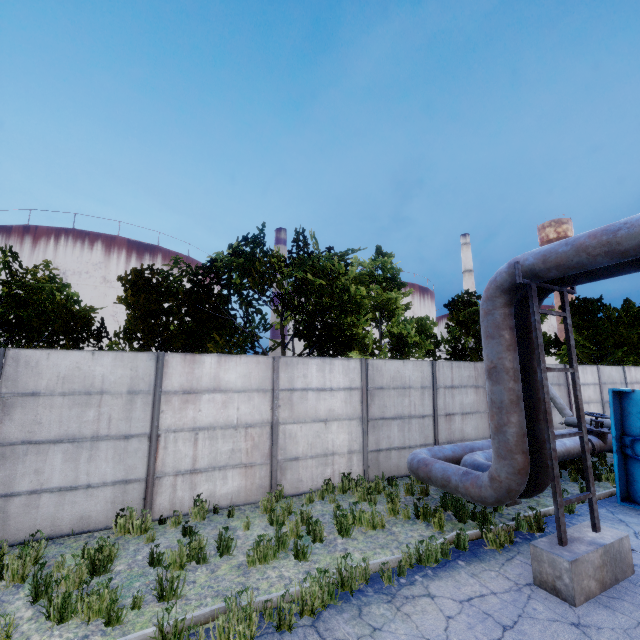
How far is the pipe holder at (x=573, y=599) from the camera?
4.6 meters

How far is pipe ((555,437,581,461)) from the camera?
9.2m

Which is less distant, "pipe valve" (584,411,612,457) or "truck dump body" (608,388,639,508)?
"truck dump body" (608,388,639,508)

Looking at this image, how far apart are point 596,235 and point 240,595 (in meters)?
6.98

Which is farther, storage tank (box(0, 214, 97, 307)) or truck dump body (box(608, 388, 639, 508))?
storage tank (box(0, 214, 97, 307))

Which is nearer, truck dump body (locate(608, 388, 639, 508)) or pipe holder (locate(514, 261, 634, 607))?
pipe holder (locate(514, 261, 634, 607))

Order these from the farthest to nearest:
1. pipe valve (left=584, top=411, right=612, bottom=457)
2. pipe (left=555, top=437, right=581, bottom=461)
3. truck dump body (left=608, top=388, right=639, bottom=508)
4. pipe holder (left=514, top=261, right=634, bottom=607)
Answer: pipe valve (left=584, top=411, right=612, bottom=457), pipe (left=555, top=437, right=581, bottom=461), truck dump body (left=608, top=388, right=639, bottom=508), pipe holder (left=514, top=261, right=634, bottom=607)

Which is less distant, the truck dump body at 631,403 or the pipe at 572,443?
the truck dump body at 631,403
